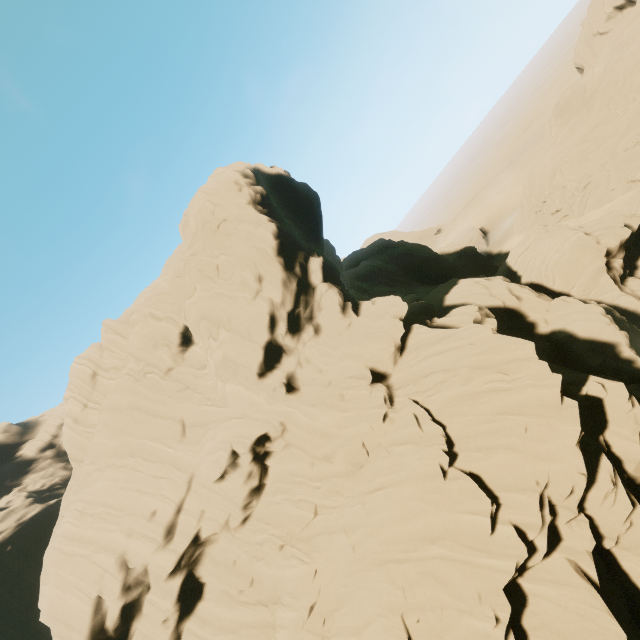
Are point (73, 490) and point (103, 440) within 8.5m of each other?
yes
